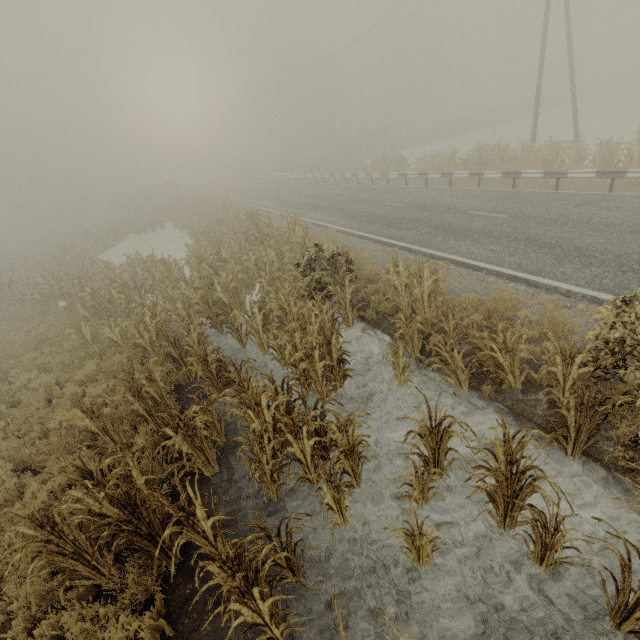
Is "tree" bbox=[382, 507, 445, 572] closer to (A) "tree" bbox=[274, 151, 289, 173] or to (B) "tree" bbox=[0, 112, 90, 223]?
(A) "tree" bbox=[274, 151, 289, 173]

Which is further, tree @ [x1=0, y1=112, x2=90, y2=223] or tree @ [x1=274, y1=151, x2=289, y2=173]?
tree @ [x1=274, y1=151, x2=289, y2=173]

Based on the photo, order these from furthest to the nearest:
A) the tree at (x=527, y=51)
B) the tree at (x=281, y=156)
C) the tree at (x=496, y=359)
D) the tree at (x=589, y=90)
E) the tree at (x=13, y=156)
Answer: the tree at (x=527, y=51) → the tree at (x=281, y=156) → the tree at (x=13, y=156) → the tree at (x=589, y=90) → the tree at (x=496, y=359)

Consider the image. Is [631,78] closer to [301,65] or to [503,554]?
[301,65]

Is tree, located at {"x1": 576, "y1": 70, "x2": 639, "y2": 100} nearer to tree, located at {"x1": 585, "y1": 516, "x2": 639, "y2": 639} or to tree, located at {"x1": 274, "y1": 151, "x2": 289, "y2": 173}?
tree, located at {"x1": 274, "y1": 151, "x2": 289, "y2": 173}

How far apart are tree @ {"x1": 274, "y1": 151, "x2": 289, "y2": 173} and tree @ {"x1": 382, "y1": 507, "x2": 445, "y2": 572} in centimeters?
5655cm

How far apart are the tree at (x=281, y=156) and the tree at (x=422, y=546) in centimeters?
5655cm

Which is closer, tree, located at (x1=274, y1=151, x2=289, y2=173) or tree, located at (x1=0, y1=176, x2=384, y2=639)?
tree, located at (x1=0, y1=176, x2=384, y2=639)
